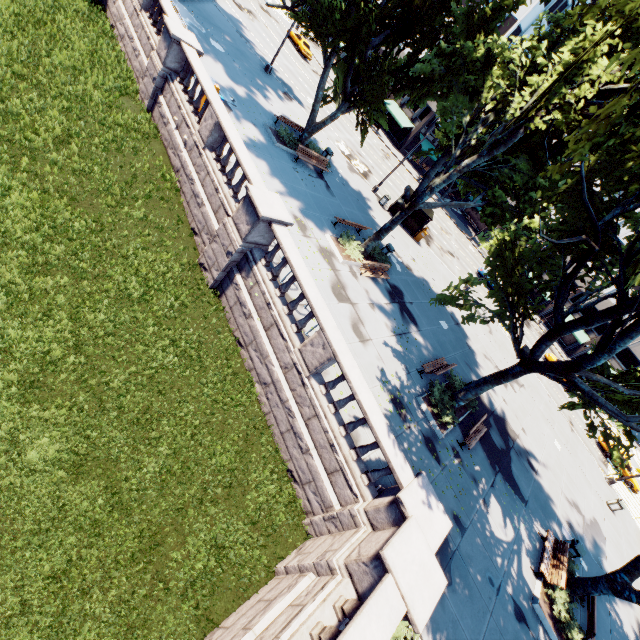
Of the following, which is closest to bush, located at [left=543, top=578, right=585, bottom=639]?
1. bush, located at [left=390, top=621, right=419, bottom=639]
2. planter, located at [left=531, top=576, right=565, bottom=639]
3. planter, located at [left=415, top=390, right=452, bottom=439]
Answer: planter, located at [left=531, top=576, right=565, bottom=639]

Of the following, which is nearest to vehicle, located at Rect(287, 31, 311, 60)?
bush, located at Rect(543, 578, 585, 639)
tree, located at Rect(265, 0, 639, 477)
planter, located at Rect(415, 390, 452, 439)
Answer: tree, located at Rect(265, 0, 639, 477)

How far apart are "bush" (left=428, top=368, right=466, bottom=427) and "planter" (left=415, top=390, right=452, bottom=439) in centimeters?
4cm

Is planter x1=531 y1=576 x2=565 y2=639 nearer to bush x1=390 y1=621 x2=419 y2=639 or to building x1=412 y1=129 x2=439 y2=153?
bush x1=390 y1=621 x2=419 y2=639

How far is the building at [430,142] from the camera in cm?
5150

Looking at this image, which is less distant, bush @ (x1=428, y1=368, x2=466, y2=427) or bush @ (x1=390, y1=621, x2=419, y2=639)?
bush @ (x1=390, y1=621, x2=419, y2=639)

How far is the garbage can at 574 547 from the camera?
14.9 meters

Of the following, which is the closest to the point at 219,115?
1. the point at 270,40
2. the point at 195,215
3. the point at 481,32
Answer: the point at 195,215
